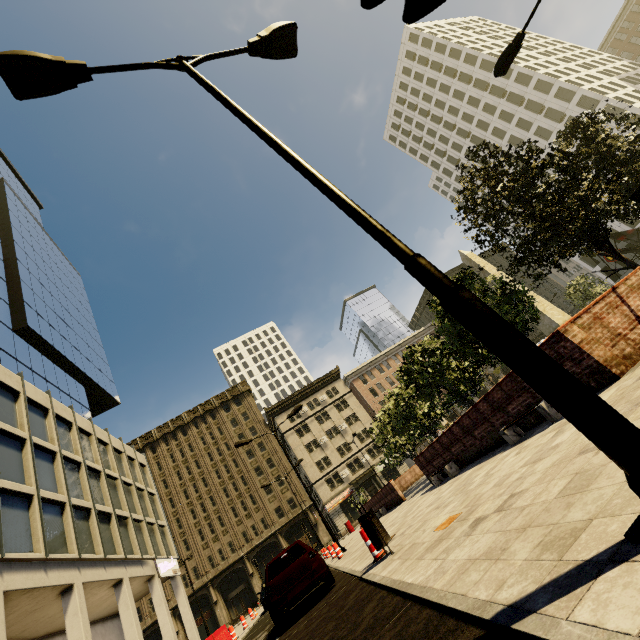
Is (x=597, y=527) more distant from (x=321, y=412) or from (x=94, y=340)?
(x=321, y=412)

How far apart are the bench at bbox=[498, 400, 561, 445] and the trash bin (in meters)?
3.64

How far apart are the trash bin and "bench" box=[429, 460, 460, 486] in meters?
5.0 m

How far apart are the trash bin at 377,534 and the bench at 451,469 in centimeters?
501cm

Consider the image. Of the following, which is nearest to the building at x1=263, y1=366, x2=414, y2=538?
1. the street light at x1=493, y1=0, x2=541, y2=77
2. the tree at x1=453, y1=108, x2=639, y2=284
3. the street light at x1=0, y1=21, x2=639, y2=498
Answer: the tree at x1=453, y1=108, x2=639, y2=284

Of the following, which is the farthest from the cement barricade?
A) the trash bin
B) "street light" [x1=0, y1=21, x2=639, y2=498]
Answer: "street light" [x1=0, y1=21, x2=639, y2=498]

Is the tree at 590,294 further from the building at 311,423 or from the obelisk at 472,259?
the building at 311,423

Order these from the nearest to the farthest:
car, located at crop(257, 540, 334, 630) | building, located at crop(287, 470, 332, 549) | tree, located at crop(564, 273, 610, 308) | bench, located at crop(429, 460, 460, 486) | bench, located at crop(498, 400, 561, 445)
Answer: bench, located at crop(498, 400, 561, 445) → car, located at crop(257, 540, 334, 630) → bench, located at crop(429, 460, 460, 486) → tree, located at crop(564, 273, 610, 308) → building, located at crop(287, 470, 332, 549)
